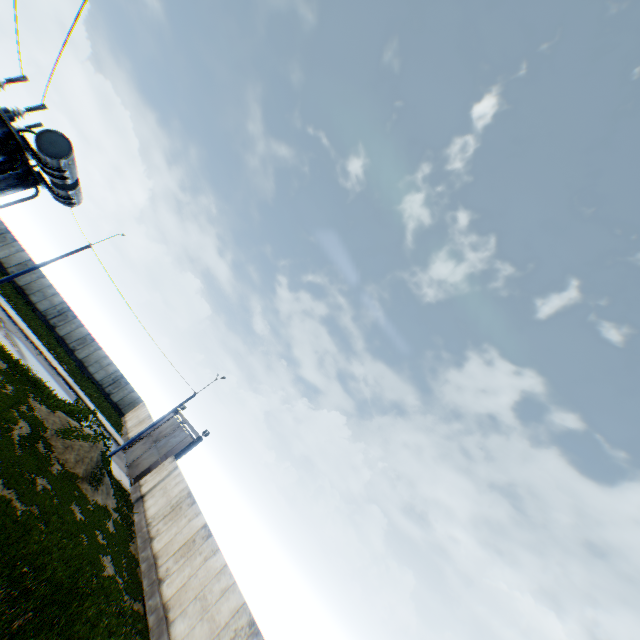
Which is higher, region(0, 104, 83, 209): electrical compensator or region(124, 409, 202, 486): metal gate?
region(0, 104, 83, 209): electrical compensator

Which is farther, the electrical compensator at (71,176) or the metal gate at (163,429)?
the metal gate at (163,429)

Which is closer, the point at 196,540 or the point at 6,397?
the point at 6,397

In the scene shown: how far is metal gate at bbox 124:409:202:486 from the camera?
27.3m

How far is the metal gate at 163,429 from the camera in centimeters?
2731cm

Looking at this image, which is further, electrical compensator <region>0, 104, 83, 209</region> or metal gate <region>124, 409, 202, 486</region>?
metal gate <region>124, 409, 202, 486</region>
